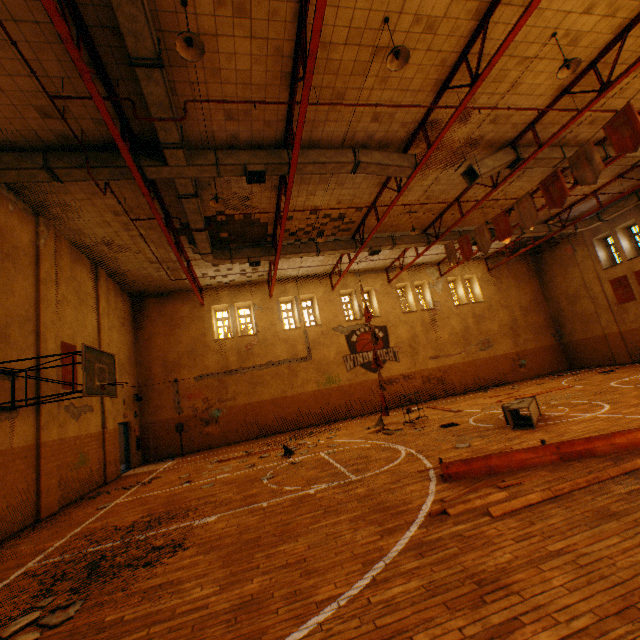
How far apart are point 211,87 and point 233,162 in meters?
1.8

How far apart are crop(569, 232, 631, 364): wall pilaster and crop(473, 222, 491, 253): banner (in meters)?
12.58

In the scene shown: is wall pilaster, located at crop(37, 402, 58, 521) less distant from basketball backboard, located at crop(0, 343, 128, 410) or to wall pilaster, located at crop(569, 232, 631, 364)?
basketball backboard, located at crop(0, 343, 128, 410)

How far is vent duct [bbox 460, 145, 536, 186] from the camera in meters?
10.6 m

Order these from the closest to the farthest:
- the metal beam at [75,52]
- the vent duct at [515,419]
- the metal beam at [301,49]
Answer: the metal beam at [75,52] < the metal beam at [301,49] < the vent duct at [515,419]

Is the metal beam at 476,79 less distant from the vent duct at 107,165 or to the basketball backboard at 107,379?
the vent duct at 107,165

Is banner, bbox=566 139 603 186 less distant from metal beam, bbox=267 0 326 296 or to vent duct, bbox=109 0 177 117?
vent duct, bbox=109 0 177 117

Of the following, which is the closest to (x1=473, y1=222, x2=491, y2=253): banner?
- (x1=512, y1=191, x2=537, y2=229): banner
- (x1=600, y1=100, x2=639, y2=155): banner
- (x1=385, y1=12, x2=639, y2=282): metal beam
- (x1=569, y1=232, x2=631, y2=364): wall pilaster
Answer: (x1=385, y1=12, x2=639, y2=282): metal beam
